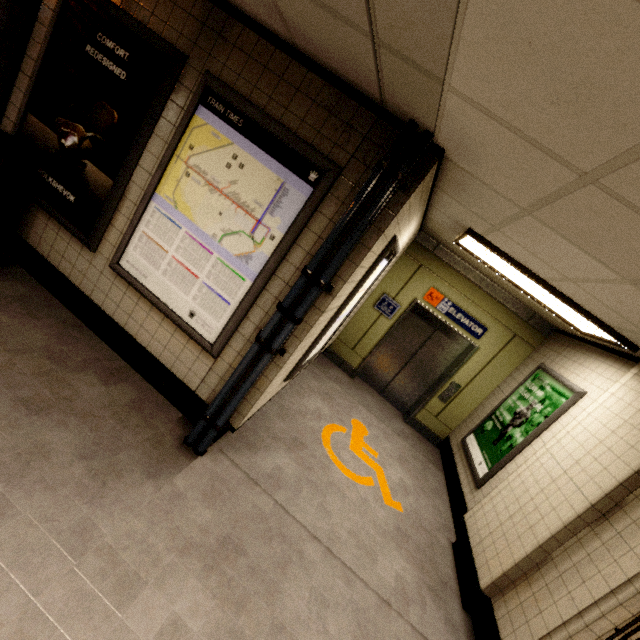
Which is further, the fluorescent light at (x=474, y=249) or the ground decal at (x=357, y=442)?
the ground decal at (x=357, y=442)

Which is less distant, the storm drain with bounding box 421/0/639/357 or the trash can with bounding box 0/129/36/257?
the storm drain with bounding box 421/0/639/357

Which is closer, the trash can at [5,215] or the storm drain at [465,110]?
the storm drain at [465,110]

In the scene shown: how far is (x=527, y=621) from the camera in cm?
258

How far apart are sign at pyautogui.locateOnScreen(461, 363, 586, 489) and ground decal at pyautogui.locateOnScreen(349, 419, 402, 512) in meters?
1.2 m

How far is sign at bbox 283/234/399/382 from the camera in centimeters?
293cm

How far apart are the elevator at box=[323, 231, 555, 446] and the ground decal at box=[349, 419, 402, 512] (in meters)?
1.42

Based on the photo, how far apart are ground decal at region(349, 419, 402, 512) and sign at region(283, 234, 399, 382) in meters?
1.0 m
